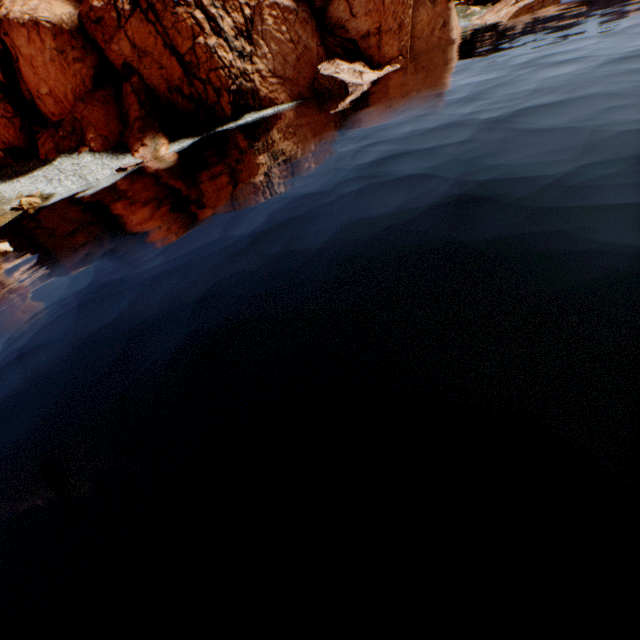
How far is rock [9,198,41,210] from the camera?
31.4 meters

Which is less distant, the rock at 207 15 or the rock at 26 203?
the rock at 26 203

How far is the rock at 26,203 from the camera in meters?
31.4

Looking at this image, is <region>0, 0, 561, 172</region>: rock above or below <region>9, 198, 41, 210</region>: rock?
above

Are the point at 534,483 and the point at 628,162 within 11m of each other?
no

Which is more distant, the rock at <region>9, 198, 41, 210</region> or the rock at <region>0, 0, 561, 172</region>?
the rock at <region>0, 0, 561, 172</region>
